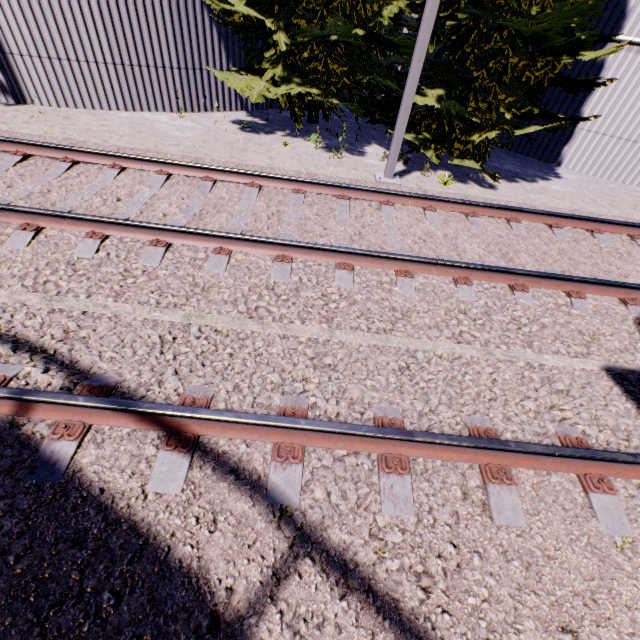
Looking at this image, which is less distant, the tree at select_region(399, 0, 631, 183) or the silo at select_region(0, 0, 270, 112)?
the tree at select_region(399, 0, 631, 183)

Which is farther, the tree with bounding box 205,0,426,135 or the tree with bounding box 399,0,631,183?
the tree with bounding box 205,0,426,135

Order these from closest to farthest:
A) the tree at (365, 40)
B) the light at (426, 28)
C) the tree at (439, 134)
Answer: the light at (426, 28) < the tree at (439, 134) < the tree at (365, 40)

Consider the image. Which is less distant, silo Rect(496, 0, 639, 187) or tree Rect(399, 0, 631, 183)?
tree Rect(399, 0, 631, 183)

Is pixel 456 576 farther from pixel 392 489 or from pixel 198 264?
pixel 198 264

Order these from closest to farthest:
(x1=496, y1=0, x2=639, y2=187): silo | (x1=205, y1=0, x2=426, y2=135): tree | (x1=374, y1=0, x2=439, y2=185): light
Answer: (x1=374, y1=0, x2=439, y2=185): light → (x1=205, y1=0, x2=426, y2=135): tree → (x1=496, y1=0, x2=639, y2=187): silo

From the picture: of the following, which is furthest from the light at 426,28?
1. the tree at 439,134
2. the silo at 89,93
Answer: the silo at 89,93

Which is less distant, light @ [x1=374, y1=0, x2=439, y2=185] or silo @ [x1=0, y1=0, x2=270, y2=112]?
light @ [x1=374, y1=0, x2=439, y2=185]
